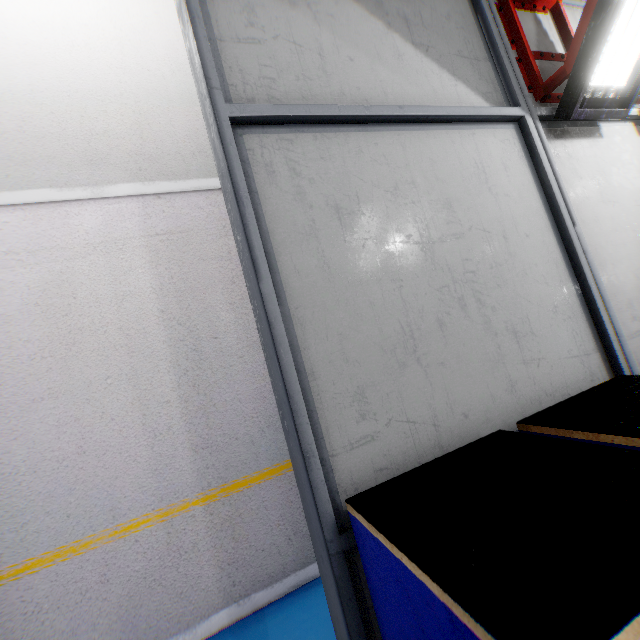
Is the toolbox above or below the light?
below

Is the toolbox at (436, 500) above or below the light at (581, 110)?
below

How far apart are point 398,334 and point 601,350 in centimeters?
138cm

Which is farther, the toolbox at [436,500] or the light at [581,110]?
the light at [581,110]

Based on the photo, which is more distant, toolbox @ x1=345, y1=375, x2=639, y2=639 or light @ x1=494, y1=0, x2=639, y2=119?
light @ x1=494, y1=0, x2=639, y2=119
